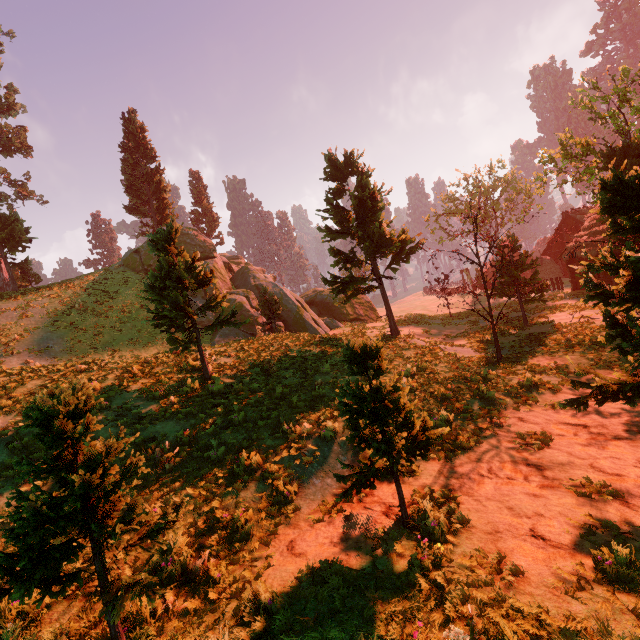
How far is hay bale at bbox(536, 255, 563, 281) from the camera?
38.56m

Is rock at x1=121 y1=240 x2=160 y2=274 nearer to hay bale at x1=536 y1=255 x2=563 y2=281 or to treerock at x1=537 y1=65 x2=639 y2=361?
treerock at x1=537 y1=65 x2=639 y2=361

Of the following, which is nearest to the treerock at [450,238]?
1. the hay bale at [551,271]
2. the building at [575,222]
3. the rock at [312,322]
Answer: the building at [575,222]

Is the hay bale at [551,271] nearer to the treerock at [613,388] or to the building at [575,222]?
the treerock at [613,388]

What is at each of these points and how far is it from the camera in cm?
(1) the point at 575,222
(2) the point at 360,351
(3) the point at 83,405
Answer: (1) building, 3753
(2) treerock, 596
(3) treerock, 425

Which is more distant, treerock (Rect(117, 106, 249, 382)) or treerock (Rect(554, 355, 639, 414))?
treerock (Rect(117, 106, 249, 382))

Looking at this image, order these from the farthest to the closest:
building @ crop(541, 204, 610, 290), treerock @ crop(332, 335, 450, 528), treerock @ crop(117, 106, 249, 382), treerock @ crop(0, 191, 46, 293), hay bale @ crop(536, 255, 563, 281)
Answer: hay bale @ crop(536, 255, 563, 281) → building @ crop(541, 204, 610, 290) → treerock @ crop(0, 191, 46, 293) → treerock @ crop(117, 106, 249, 382) → treerock @ crop(332, 335, 450, 528)

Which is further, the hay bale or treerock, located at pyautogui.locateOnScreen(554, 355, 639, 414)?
the hay bale
